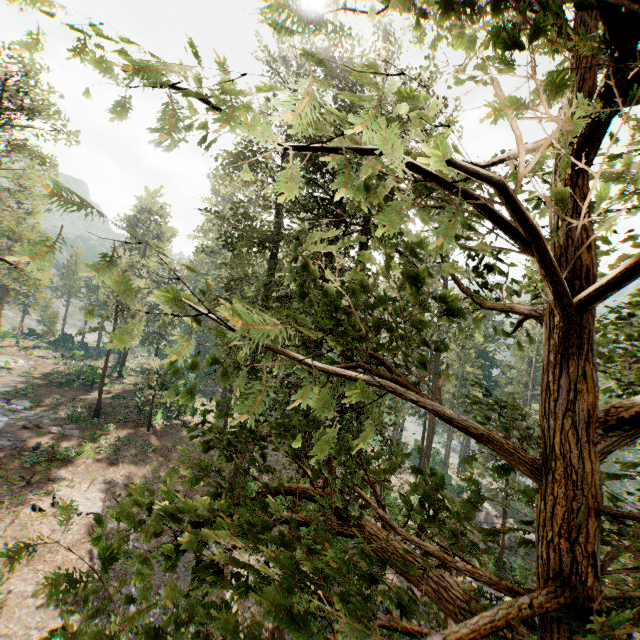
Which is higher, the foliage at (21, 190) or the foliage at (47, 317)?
the foliage at (21, 190)

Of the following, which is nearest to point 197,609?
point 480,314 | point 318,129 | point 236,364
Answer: point 318,129

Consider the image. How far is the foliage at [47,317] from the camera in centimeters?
5044cm

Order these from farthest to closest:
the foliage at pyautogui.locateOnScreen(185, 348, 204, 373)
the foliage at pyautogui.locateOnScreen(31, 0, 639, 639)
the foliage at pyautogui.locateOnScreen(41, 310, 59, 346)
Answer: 1. the foliage at pyautogui.locateOnScreen(41, 310, 59, 346)
2. the foliage at pyautogui.locateOnScreen(185, 348, 204, 373)
3. the foliage at pyautogui.locateOnScreen(31, 0, 639, 639)

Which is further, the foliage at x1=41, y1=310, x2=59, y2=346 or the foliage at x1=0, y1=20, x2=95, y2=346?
the foliage at x1=41, y1=310, x2=59, y2=346
